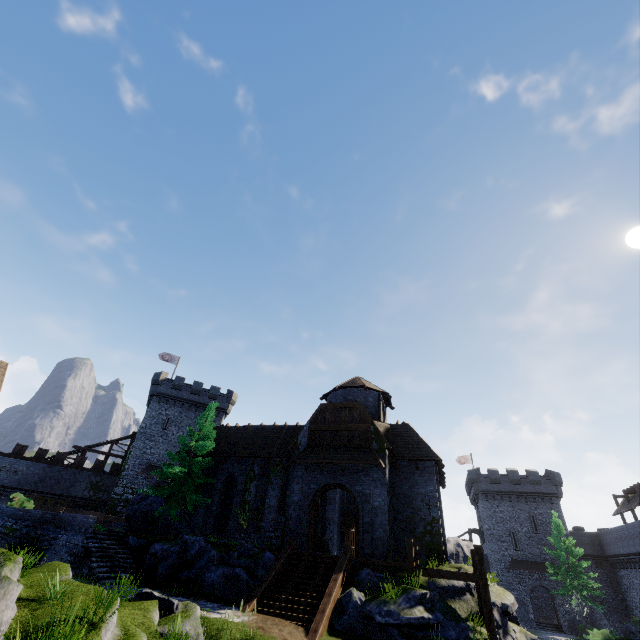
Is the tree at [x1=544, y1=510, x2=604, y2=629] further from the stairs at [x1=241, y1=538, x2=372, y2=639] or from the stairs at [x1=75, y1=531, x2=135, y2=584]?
the stairs at [x1=75, y1=531, x2=135, y2=584]

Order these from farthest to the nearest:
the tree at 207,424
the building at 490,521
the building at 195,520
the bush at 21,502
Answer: the building at 490,521, the building at 195,520, the tree at 207,424, the bush at 21,502

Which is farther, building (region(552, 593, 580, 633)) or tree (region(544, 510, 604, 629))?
building (region(552, 593, 580, 633))

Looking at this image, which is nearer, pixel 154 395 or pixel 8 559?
pixel 8 559

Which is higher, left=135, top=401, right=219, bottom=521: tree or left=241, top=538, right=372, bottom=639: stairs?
left=135, top=401, right=219, bottom=521: tree

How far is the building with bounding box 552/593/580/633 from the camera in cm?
3675

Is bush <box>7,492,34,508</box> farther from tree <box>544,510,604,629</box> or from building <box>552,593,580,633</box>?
building <box>552,593,580,633</box>

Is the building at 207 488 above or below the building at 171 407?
above
